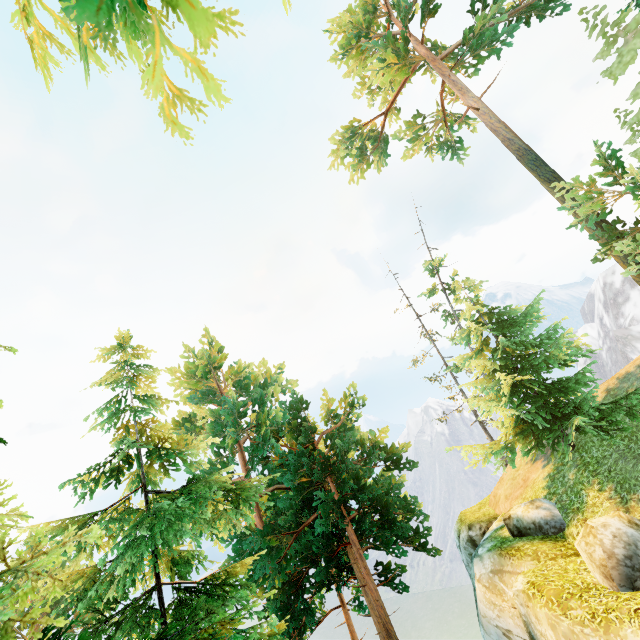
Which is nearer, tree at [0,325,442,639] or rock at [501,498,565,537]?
tree at [0,325,442,639]

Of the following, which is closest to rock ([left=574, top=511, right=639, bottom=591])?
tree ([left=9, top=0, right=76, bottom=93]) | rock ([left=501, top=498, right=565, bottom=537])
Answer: rock ([left=501, top=498, right=565, bottom=537])

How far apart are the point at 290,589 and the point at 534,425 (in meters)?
17.09

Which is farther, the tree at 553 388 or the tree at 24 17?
the tree at 553 388

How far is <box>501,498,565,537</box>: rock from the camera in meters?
11.8 m

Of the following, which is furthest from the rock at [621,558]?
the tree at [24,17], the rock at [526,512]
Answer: the tree at [24,17]

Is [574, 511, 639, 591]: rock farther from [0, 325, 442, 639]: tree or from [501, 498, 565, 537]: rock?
[0, 325, 442, 639]: tree
